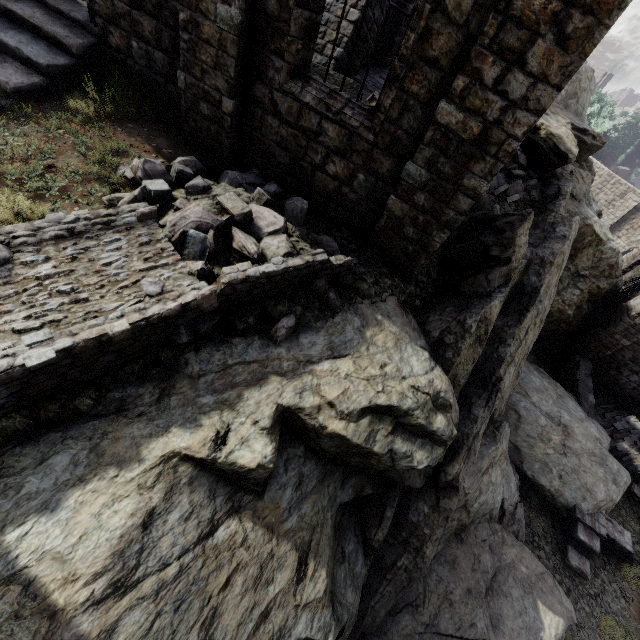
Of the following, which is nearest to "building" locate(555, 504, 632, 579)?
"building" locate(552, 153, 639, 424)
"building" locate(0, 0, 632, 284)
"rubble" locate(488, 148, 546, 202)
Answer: "building" locate(552, 153, 639, 424)

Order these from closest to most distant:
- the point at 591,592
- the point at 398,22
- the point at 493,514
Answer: the point at 493,514 → the point at 591,592 → the point at 398,22

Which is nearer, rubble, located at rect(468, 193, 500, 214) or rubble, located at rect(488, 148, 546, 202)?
rubble, located at rect(468, 193, 500, 214)

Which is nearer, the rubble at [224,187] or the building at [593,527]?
the rubble at [224,187]

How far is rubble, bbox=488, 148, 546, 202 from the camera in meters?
11.6 m

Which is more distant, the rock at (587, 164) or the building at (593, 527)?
the rock at (587, 164)

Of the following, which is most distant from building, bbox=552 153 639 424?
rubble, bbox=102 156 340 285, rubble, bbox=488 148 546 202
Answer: rubble, bbox=102 156 340 285

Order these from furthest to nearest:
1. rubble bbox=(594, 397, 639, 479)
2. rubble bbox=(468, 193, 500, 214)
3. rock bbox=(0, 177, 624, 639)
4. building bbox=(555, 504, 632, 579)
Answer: rubble bbox=(594, 397, 639, 479) → building bbox=(555, 504, 632, 579) → rubble bbox=(468, 193, 500, 214) → rock bbox=(0, 177, 624, 639)
